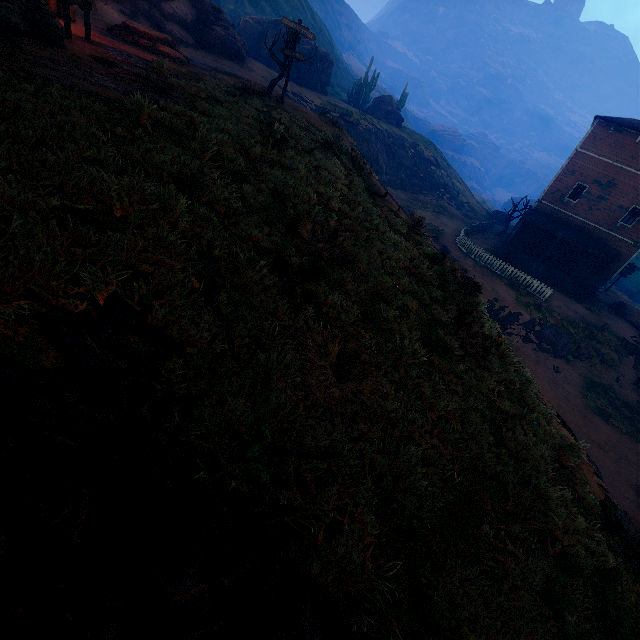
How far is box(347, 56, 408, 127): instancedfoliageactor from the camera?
43.66m

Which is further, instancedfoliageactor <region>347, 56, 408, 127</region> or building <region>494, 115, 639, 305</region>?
instancedfoliageactor <region>347, 56, 408, 127</region>

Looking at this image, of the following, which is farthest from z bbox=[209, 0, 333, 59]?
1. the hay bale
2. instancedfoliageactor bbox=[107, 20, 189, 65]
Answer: the hay bale

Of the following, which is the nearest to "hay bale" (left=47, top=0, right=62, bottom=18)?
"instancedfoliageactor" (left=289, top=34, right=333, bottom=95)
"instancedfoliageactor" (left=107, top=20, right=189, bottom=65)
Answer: "instancedfoliageactor" (left=107, top=20, right=189, bottom=65)

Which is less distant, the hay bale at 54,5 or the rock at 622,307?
the hay bale at 54,5

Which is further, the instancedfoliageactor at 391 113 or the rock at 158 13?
the instancedfoliageactor at 391 113

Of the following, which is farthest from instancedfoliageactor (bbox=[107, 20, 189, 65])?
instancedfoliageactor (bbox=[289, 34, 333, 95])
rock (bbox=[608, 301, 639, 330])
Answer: rock (bbox=[608, 301, 639, 330])

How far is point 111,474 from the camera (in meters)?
1.54
